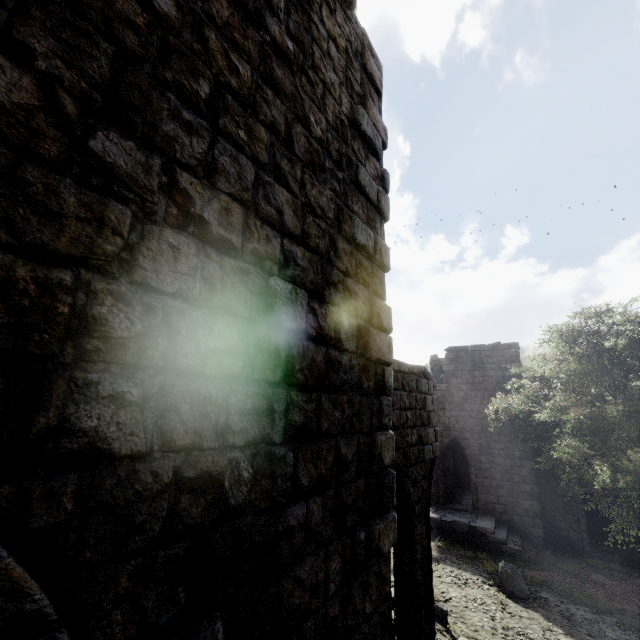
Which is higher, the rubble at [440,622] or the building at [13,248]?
the building at [13,248]

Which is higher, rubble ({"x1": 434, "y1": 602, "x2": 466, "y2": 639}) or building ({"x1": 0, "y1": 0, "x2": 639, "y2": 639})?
building ({"x1": 0, "y1": 0, "x2": 639, "y2": 639})

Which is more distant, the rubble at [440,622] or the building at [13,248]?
the rubble at [440,622]

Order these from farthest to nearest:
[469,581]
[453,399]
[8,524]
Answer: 1. [453,399]
2. [469,581]
3. [8,524]

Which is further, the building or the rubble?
the rubble
